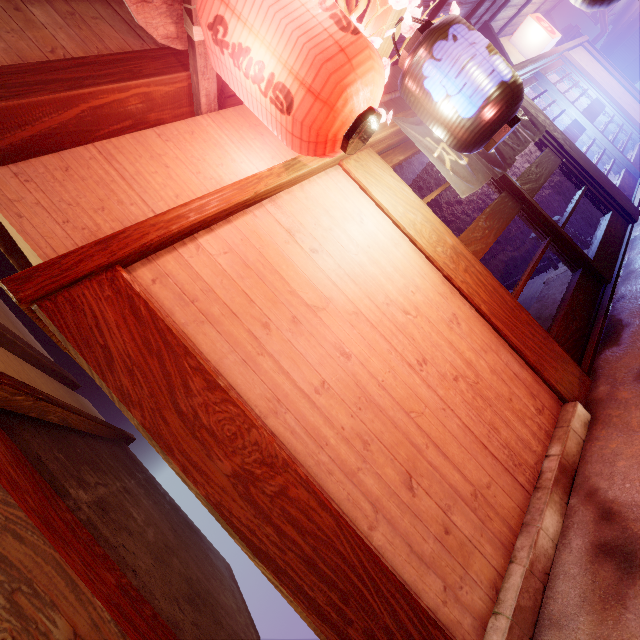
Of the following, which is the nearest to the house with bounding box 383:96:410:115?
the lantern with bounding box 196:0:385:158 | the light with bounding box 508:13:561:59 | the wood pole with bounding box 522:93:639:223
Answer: the light with bounding box 508:13:561:59

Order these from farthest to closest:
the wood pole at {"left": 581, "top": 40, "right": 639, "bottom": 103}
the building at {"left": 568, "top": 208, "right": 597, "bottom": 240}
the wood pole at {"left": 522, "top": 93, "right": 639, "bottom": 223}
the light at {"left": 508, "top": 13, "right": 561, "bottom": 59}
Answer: the wood pole at {"left": 581, "top": 40, "right": 639, "bottom": 103}
the light at {"left": 508, "top": 13, "right": 561, "bottom": 59}
the building at {"left": 568, "top": 208, "right": 597, "bottom": 240}
the wood pole at {"left": 522, "top": 93, "right": 639, "bottom": 223}

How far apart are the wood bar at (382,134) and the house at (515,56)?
0.0m

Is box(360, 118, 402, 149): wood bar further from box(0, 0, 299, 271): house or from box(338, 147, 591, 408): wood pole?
box(0, 0, 299, 271): house

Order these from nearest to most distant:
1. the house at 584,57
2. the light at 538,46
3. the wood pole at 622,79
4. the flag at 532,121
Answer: the flag at 532,121 → the light at 538,46 → the house at 584,57 → the wood pole at 622,79

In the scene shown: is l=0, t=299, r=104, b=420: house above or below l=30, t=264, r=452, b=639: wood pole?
above

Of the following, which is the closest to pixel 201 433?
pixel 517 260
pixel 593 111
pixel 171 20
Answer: pixel 171 20

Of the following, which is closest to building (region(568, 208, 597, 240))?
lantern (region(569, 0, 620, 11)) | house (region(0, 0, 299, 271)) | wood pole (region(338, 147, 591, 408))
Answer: house (region(0, 0, 299, 271))
